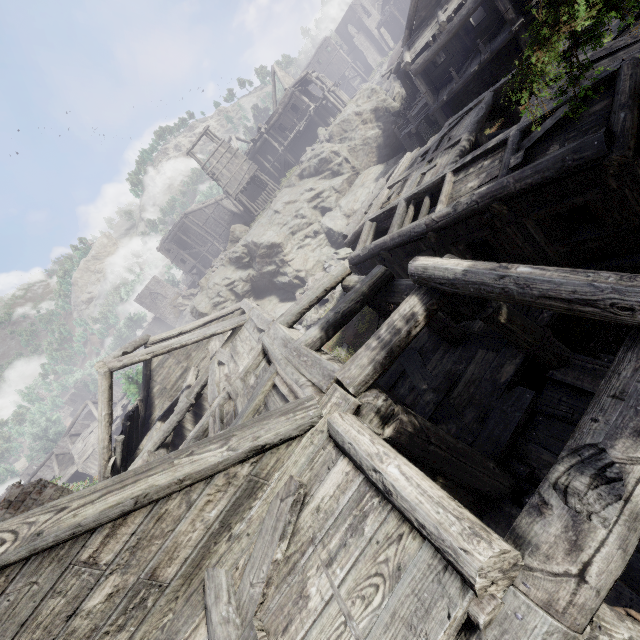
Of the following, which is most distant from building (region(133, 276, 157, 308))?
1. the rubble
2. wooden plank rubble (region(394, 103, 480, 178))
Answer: the rubble

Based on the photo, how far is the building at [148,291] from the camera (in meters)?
59.41

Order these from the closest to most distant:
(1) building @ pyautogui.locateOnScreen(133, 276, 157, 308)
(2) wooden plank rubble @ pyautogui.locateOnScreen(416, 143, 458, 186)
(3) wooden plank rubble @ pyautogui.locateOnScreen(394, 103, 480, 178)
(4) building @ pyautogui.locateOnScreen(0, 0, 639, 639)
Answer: (4) building @ pyautogui.locateOnScreen(0, 0, 639, 639) < (2) wooden plank rubble @ pyautogui.locateOnScreen(416, 143, 458, 186) < (3) wooden plank rubble @ pyautogui.locateOnScreen(394, 103, 480, 178) < (1) building @ pyautogui.locateOnScreen(133, 276, 157, 308)

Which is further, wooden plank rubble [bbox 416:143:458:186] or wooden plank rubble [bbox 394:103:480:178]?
wooden plank rubble [bbox 394:103:480:178]

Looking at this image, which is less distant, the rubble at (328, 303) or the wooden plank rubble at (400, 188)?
the wooden plank rubble at (400, 188)

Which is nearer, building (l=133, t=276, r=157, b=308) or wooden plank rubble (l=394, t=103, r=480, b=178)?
wooden plank rubble (l=394, t=103, r=480, b=178)

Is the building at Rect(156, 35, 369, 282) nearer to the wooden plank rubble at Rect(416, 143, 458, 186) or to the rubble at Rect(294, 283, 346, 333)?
the wooden plank rubble at Rect(416, 143, 458, 186)

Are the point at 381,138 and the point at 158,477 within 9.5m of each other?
no
